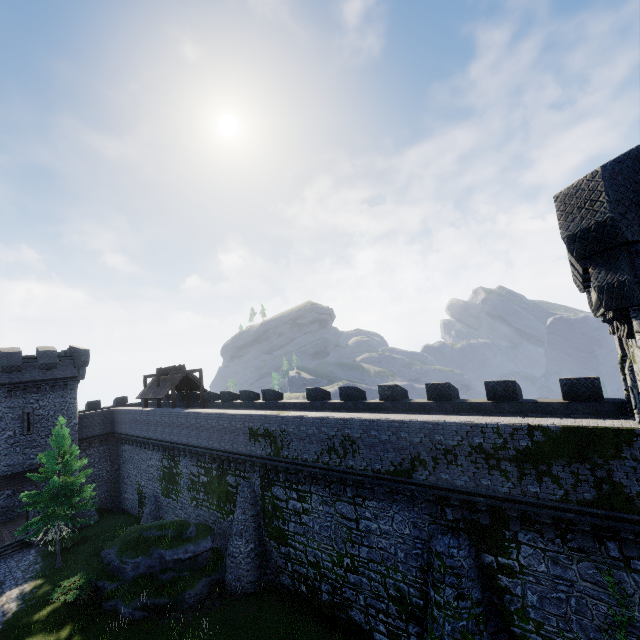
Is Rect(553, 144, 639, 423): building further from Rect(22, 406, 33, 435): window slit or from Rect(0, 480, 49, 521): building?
Rect(22, 406, 33, 435): window slit

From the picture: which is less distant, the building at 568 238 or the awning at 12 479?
the building at 568 238

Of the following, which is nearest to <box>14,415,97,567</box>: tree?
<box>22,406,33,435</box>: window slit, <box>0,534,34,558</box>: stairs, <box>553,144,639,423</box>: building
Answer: <box>0,534,34,558</box>: stairs

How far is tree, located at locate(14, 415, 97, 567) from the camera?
22.95m

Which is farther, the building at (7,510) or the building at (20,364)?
the building at (20,364)

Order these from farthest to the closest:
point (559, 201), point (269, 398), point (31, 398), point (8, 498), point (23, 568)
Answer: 1. point (31, 398)
2. point (8, 498)
3. point (269, 398)
4. point (23, 568)
5. point (559, 201)

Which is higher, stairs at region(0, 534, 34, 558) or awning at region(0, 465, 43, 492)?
awning at region(0, 465, 43, 492)

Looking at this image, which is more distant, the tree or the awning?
the awning
